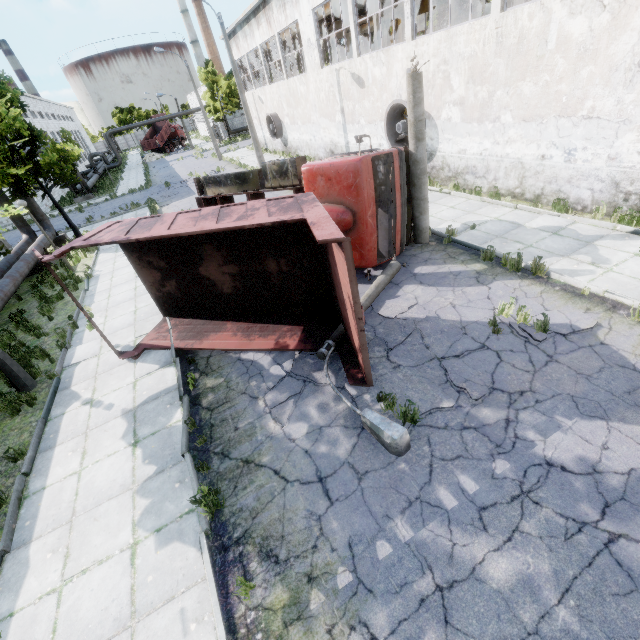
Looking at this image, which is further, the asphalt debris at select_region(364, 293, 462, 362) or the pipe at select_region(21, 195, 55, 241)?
the pipe at select_region(21, 195, 55, 241)

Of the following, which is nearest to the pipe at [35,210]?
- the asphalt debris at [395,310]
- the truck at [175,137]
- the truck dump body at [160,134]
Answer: the asphalt debris at [395,310]

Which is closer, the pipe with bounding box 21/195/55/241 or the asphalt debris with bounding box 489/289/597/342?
the asphalt debris with bounding box 489/289/597/342

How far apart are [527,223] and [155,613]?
12.5 meters

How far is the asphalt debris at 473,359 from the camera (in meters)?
5.64

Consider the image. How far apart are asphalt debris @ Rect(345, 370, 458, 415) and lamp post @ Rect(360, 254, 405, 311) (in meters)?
0.01

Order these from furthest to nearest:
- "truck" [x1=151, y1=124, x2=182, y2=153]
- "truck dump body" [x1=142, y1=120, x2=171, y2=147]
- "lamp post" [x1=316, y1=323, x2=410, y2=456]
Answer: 1. "truck" [x1=151, y1=124, x2=182, y2=153]
2. "truck dump body" [x1=142, y1=120, x2=171, y2=147]
3. "lamp post" [x1=316, y1=323, x2=410, y2=456]

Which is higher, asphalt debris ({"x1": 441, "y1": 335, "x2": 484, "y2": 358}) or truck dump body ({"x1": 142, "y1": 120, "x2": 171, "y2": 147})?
truck dump body ({"x1": 142, "y1": 120, "x2": 171, "y2": 147})
